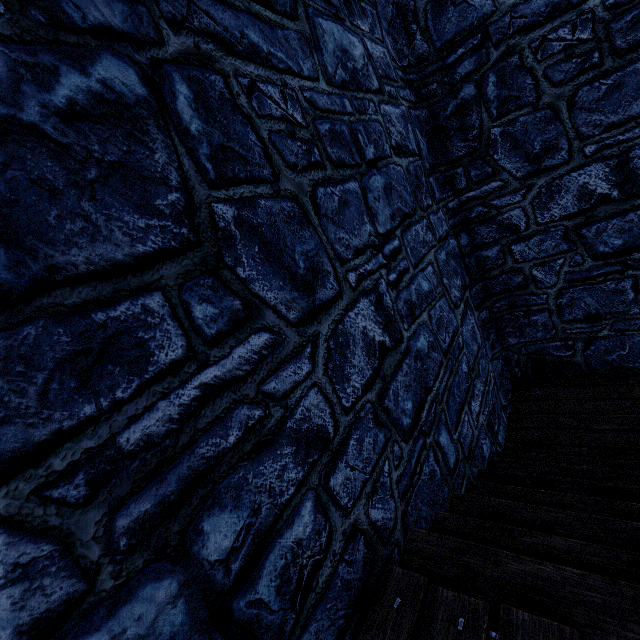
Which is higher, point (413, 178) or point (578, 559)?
point (413, 178)
